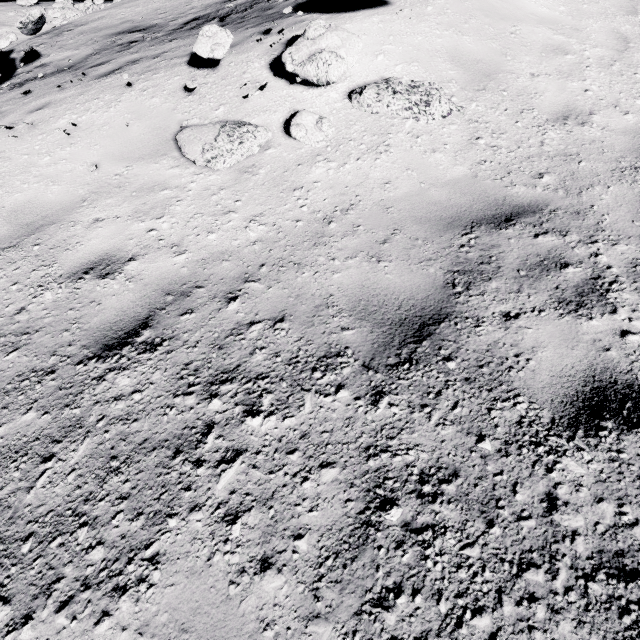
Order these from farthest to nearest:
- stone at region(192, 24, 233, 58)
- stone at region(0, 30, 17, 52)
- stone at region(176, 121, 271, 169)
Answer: stone at region(0, 30, 17, 52)
stone at region(192, 24, 233, 58)
stone at region(176, 121, 271, 169)

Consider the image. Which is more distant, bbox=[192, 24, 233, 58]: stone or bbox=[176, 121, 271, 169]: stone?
bbox=[192, 24, 233, 58]: stone

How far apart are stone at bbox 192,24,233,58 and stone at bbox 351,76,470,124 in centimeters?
186cm

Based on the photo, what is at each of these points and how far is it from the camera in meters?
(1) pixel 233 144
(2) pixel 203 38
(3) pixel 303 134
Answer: (1) stone, 3.8
(2) stone, 4.3
(3) stone, 3.8

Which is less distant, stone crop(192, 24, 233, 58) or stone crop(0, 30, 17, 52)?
stone crop(192, 24, 233, 58)

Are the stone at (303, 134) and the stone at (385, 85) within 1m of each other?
yes

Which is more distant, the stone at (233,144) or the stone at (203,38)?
the stone at (203,38)

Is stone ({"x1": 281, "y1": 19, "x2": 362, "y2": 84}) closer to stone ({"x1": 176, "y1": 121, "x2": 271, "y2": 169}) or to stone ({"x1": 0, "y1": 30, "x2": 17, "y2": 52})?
stone ({"x1": 176, "y1": 121, "x2": 271, "y2": 169})
